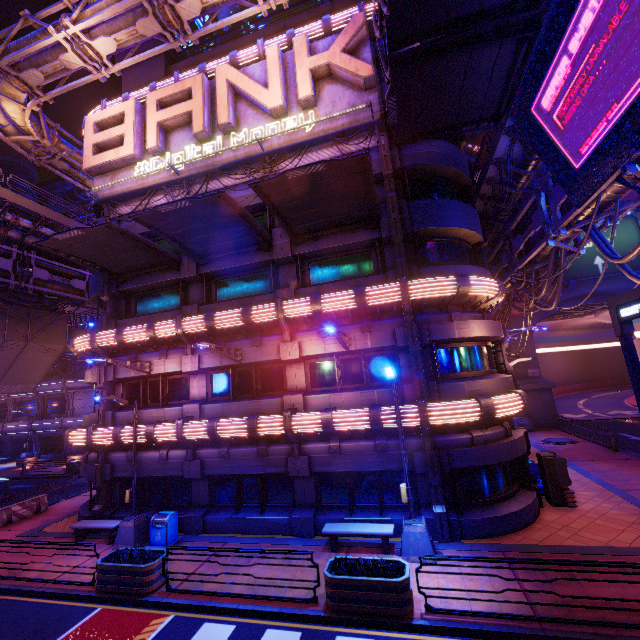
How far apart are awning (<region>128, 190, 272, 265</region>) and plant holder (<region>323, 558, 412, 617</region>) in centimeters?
1181cm

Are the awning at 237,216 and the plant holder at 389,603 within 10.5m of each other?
no

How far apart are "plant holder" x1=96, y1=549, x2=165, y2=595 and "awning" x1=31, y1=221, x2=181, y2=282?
11.49m

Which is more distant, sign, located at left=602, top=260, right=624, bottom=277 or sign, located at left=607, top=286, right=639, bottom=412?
sign, located at left=602, top=260, right=624, bottom=277

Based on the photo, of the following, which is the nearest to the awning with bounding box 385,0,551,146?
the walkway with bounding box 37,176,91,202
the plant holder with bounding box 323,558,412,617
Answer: the plant holder with bounding box 323,558,412,617

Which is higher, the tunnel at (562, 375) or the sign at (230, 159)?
the sign at (230, 159)

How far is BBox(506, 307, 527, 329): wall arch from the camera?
31.14m

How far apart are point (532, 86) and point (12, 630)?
22.39m
